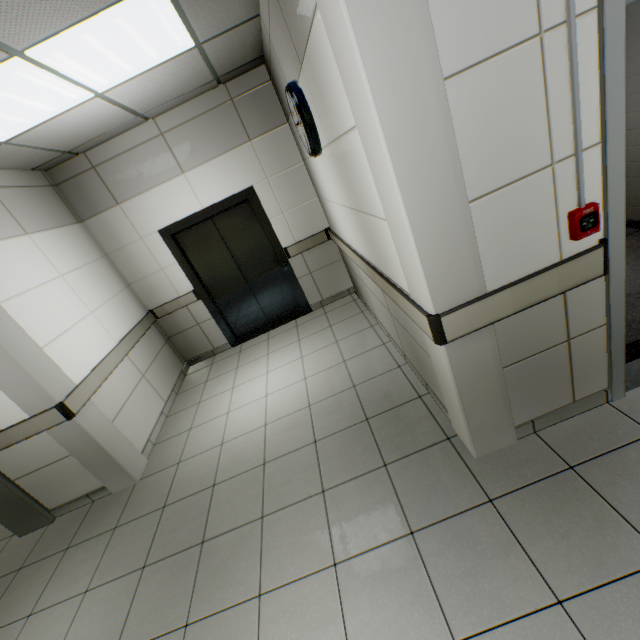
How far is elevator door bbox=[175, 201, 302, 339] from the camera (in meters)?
4.77

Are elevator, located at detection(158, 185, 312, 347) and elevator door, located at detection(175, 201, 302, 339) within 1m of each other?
yes

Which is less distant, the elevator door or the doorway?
the doorway

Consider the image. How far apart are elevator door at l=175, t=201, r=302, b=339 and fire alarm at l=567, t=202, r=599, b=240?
4.0 meters

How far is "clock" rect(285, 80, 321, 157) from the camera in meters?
2.5 m

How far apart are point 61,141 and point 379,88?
3.9 meters

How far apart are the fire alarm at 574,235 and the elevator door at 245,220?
4.0 meters

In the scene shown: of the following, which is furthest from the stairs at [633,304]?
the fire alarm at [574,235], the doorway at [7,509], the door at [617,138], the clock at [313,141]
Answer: the doorway at [7,509]
